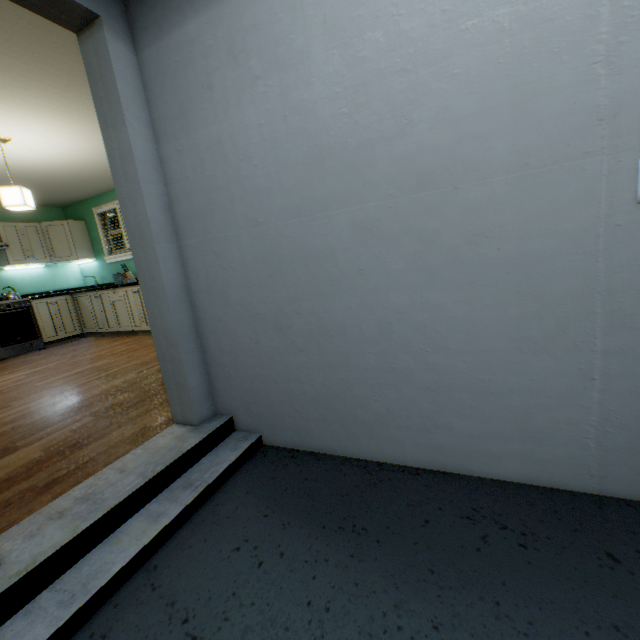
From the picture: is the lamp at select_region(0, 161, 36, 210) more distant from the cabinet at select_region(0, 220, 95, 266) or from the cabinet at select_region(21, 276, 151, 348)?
the cabinet at select_region(0, 220, 95, 266)

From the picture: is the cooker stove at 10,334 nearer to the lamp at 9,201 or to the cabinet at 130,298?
the cabinet at 130,298

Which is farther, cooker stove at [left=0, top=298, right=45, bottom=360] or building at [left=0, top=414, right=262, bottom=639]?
cooker stove at [left=0, top=298, right=45, bottom=360]

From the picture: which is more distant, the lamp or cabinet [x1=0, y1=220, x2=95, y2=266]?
cabinet [x1=0, y1=220, x2=95, y2=266]

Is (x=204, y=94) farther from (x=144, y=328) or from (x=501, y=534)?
(x=144, y=328)

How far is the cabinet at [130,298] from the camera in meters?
5.2 m

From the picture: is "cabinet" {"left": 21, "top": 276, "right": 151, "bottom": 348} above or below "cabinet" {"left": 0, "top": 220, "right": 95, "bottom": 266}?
below

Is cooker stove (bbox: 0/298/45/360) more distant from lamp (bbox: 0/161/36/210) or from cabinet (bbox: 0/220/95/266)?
lamp (bbox: 0/161/36/210)
